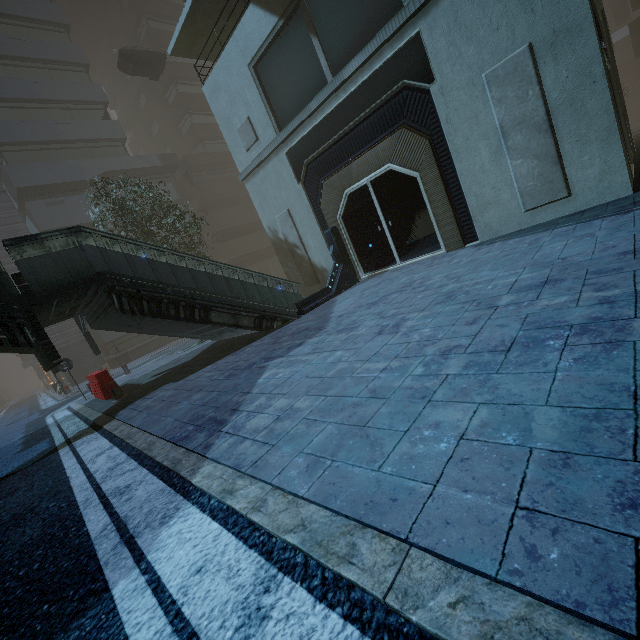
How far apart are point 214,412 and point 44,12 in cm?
3723

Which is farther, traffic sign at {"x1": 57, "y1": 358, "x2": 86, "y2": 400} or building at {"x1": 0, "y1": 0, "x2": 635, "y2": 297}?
traffic sign at {"x1": 57, "y1": 358, "x2": 86, "y2": 400}

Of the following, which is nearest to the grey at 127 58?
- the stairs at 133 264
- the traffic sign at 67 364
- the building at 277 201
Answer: the building at 277 201

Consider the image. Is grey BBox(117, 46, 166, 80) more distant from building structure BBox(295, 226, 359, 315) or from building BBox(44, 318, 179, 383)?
building structure BBox(295, 226, 359, 315)

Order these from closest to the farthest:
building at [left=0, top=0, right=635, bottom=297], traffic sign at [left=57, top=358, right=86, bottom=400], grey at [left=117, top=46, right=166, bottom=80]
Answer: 1. building at [left=0, top=0, right=635, bottom=297]
2. traffic sign at [left=57, top=358, right=86, bottom=400]
3. grey at [left=117, top=46, right=166, bottom=80]

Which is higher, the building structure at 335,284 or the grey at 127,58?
the grey at 127,58

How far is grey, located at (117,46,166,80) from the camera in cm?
2331

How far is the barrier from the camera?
10.4m
